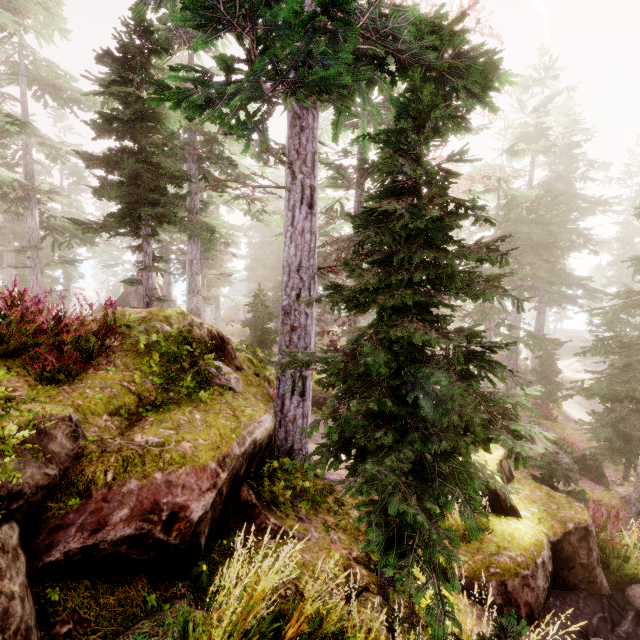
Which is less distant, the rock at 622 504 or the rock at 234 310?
the rock at 622 504

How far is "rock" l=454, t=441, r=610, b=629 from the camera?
5.5m

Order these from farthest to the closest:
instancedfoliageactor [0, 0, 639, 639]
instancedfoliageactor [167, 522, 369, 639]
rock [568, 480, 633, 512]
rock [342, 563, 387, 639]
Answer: rock [568, 480, 633, 512] → rock [342, 563, 387, 639] → instancedfoliageactor [0, 0, 639, 639] → instancedfoliageactor [167, 522, 369, 639]

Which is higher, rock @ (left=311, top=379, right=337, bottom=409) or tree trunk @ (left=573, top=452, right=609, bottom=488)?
rock @ (left=311, top=379, right=337, bottom=409)

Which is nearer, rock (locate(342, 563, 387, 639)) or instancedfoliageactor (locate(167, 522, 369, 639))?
instancedfoliageactor (locate(167, 522, 369, 639))

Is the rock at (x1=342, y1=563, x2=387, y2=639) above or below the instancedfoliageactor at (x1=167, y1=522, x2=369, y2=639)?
below

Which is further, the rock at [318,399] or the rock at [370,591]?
the rock at [318,399]

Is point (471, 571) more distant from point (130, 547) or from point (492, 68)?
point (492, 68)
